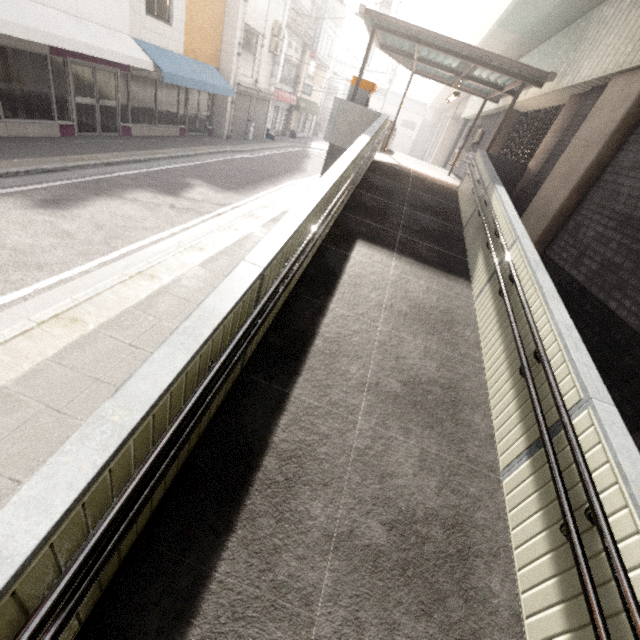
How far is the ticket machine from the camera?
9.8m

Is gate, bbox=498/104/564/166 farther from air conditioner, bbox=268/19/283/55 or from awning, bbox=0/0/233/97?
air conditioner, bbox=268/19/283/55

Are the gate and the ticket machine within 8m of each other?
yes

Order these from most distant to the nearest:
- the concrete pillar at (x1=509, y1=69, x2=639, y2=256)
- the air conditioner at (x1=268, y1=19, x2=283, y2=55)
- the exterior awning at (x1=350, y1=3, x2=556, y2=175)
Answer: the air conditioner at (x1=268, y1=19, x2=283, y2=55) → the exterior awning at (x1=350, y1=3, x2=556, y2=175) → the concrete pillar at (x1=509, y1=69, x2=639, y2=256)

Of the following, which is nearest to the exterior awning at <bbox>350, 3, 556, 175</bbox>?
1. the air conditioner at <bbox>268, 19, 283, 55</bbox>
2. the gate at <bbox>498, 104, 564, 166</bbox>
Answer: the gate at <bbox>498, 104, 564, 166</bbox>

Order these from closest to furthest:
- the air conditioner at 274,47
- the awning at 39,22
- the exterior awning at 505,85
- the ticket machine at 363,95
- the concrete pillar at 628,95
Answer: the concrete pillar at 628,95
the awning at 39,22
the exterior awning at 505,85
the ticket machine at 363,95
the air conditioner at 274,47

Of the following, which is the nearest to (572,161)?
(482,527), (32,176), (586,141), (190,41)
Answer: (586,141)

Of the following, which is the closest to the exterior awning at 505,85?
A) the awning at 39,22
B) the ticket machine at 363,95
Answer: the ticket machine at 363,95
